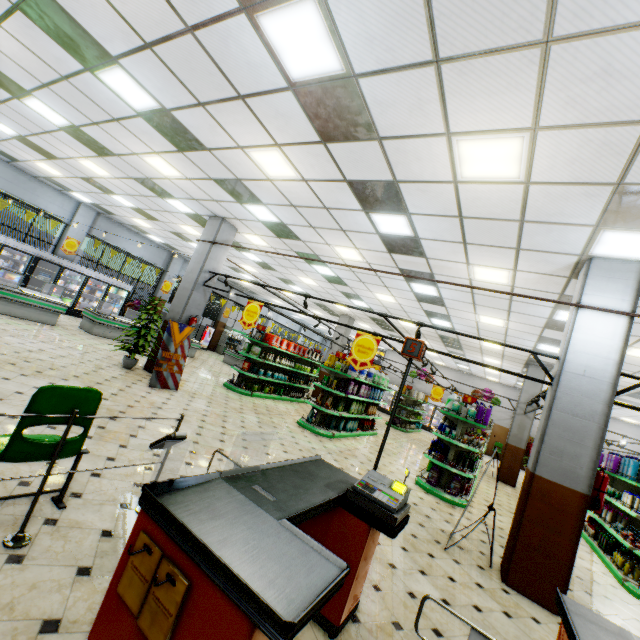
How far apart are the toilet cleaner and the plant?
8.1m

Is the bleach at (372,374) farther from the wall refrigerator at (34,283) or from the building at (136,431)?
the wall refrigerator at (34,283)

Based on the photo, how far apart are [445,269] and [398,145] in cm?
391

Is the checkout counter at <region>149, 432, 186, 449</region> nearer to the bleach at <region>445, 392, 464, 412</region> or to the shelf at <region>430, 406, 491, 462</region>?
the shelf at <region>430, 406, 491, 462</region>

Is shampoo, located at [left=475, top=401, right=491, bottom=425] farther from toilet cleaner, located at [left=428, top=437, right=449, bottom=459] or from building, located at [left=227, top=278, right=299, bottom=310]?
building, located at [left=227, top=278, right=299, bottom=310]

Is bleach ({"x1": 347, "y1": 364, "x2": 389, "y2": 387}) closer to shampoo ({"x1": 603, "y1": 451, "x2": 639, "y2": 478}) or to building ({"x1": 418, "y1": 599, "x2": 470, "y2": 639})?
building ({"x1": 418, "y1": 599, "x2": 470, "y2": 639})

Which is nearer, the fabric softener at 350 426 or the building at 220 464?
the building at 220 464

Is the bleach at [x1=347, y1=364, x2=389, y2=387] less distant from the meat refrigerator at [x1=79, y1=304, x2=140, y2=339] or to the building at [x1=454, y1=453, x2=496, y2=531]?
the building at [x1=454, y1=453, x2=496, y2=531]
